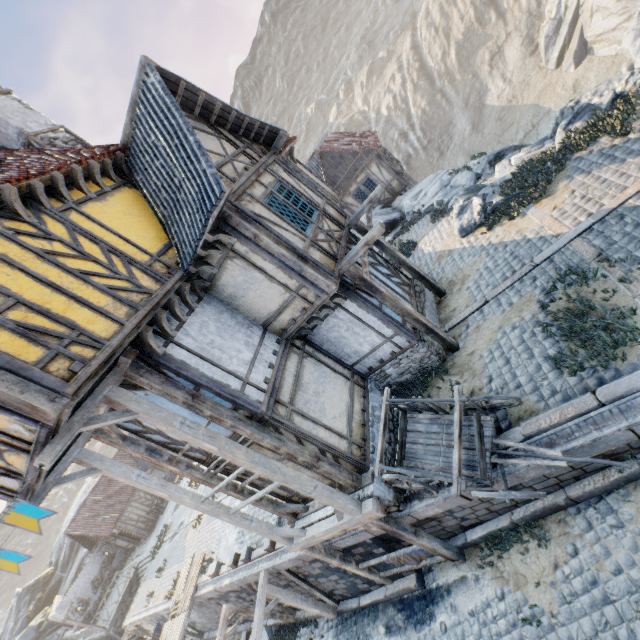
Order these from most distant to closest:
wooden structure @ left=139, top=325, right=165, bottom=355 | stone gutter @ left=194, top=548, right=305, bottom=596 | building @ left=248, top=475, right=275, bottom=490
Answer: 1. stone gutter @ left=194, top=548, right=305, bottom=596
2. building @ left=248, top=475, right=275, bottom=490
3. wooden structure @ left=139, top=325, right=165, bottom=355

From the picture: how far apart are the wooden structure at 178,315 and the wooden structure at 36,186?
2.61m

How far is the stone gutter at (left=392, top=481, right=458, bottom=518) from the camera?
6.7 meters

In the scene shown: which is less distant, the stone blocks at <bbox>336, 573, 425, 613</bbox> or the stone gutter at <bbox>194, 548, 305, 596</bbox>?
the stone blocks at <bbox>336, 573, 425, 613</bbox>

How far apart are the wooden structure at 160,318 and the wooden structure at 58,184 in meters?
2.8

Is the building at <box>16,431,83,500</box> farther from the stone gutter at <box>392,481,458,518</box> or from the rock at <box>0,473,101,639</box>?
the rock at <box>0,473,101,639</box>

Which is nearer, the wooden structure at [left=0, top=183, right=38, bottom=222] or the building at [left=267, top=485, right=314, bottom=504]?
the wooden structure at [left=0, top=183, right=38, bottom=222]

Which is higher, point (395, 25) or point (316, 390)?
point (395, 25)
